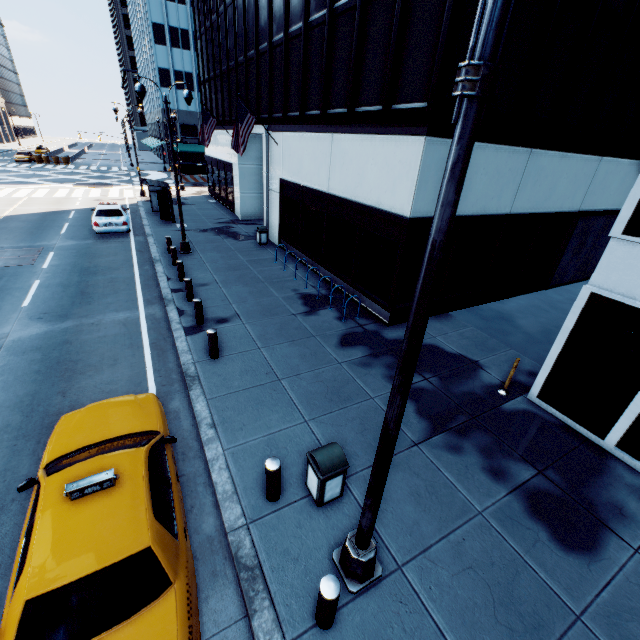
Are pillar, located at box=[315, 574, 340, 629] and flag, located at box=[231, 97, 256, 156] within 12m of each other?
no

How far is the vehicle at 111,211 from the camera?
18.3m

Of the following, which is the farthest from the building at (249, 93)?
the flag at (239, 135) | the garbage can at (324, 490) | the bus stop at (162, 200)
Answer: the garbage can at (324, 490)

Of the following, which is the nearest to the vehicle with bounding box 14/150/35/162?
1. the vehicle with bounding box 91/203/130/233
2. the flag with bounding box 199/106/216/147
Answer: the vehicle with bounding box 91/203/130/233

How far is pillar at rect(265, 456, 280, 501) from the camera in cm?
527

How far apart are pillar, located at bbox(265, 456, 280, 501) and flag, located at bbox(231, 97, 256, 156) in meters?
15.6 m

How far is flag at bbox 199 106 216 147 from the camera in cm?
2177

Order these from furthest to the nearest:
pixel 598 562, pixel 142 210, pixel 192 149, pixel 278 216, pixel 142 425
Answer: pixel 192 149 → pixel 142 210 → pixel 278 216 → pixel 142 425 → pixel 598 562
